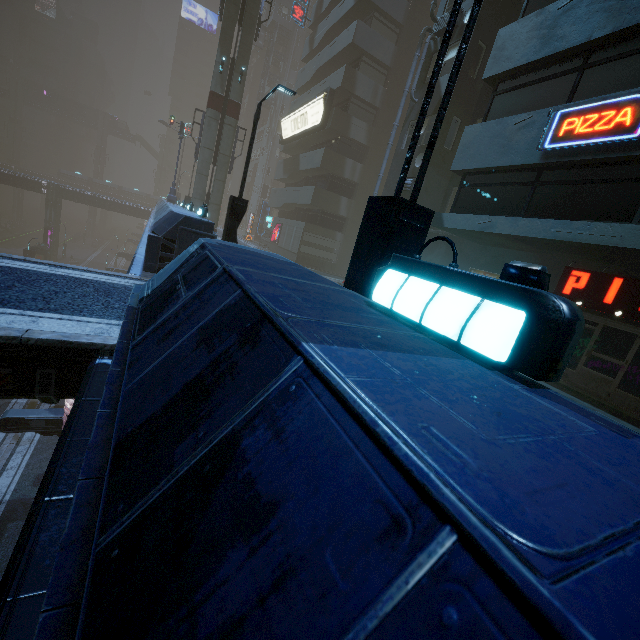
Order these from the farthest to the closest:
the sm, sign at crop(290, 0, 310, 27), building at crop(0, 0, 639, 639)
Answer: sign at crop(290, 0, 310, 27) < the sm < building at crop(0, 0, 639, 639)

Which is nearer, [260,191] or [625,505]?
[625,505]

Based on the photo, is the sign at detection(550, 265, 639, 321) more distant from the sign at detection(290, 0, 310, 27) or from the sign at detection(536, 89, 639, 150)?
the sign at detection(290, 0, 310, 27)

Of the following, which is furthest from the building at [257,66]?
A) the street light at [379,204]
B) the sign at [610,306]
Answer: the street light at [379,204]

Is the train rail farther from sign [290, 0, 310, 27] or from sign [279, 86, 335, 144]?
sign [290, 0, 310, 27]

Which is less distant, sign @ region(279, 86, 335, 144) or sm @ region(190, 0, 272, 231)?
sm @ region(190, 0, 272, 231)

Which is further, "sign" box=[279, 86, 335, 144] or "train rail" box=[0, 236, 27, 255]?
"train rail" box=[0, 236, 27, 255]

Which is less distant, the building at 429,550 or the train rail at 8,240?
the building at 429,550
